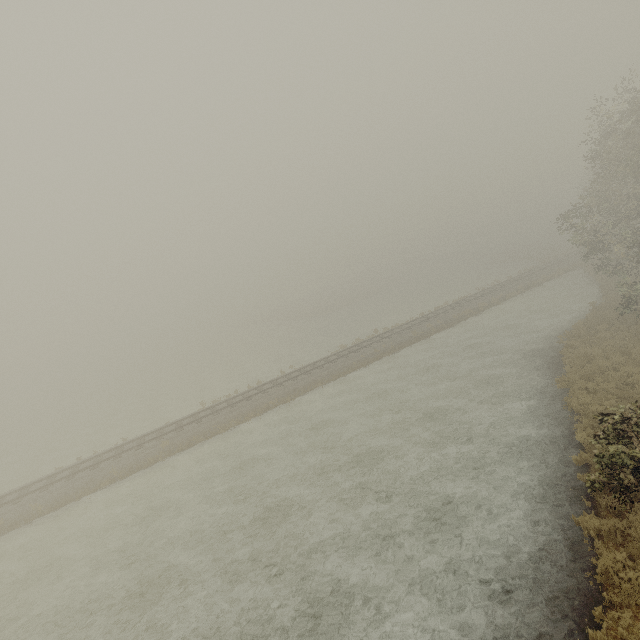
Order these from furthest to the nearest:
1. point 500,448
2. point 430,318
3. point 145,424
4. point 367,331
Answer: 1. point 367,331
2. point 430,318
3. point 145,424
4. point 500,448
